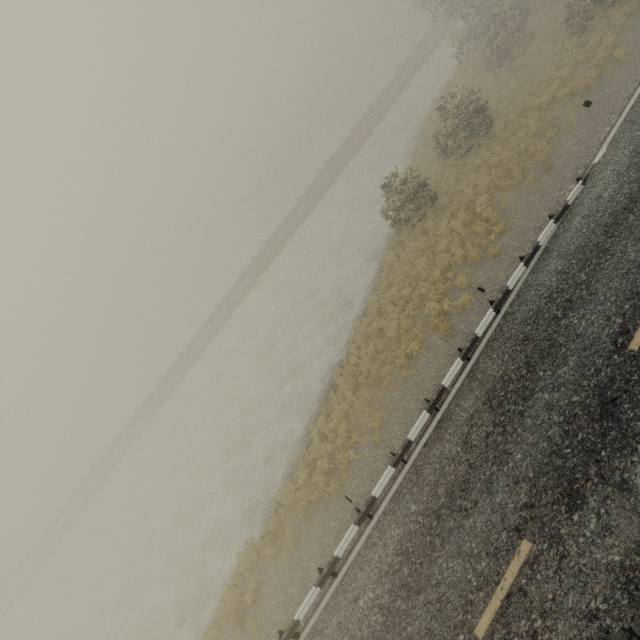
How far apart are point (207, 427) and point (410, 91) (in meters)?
41.42
